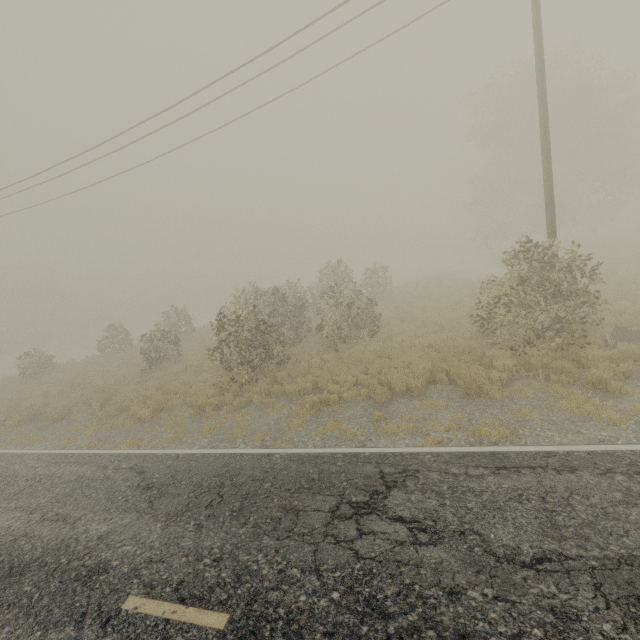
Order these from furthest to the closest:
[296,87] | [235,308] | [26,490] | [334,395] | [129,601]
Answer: [235,308] → [296,87] → [334,395] → [26,490] → [129,601]

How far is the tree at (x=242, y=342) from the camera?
12.7m

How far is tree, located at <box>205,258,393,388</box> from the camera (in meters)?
12.68
